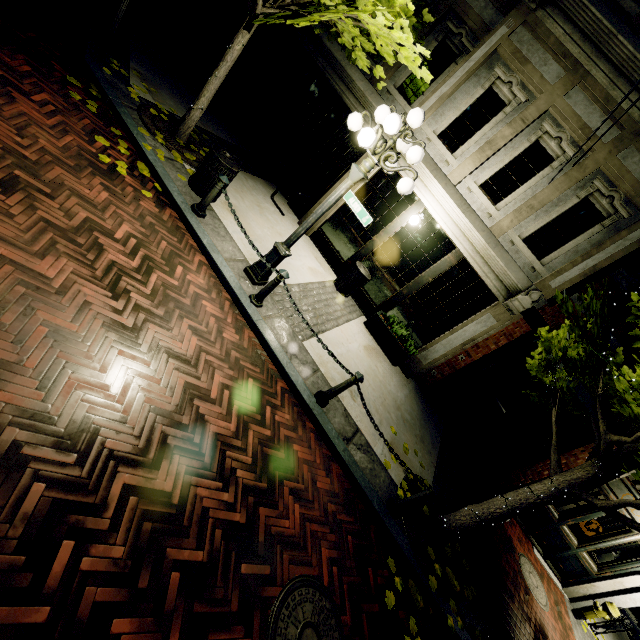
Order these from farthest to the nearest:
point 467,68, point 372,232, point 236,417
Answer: point 372,232 < point 467,68 < point 236,417

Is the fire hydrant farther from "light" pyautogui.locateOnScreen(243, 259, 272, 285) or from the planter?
"light" pyautogui.locateOnScreen(243, 259, 272, 285)

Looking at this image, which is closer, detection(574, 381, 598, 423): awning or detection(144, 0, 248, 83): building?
detection(574, 381, 598, 423): awning

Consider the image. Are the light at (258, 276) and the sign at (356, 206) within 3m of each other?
yes

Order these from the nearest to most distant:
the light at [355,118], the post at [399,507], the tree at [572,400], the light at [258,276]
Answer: the tree at [572,400]
the light at [355,118]
the post at [399,507]
the light at [258,276]

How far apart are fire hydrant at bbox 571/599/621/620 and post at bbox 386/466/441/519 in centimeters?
698cm

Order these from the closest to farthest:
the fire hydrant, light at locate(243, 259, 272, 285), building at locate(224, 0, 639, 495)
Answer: light at locate(243, 259, 272, 285), building at locate(224, 0, 639, 495), the fire hydrant
